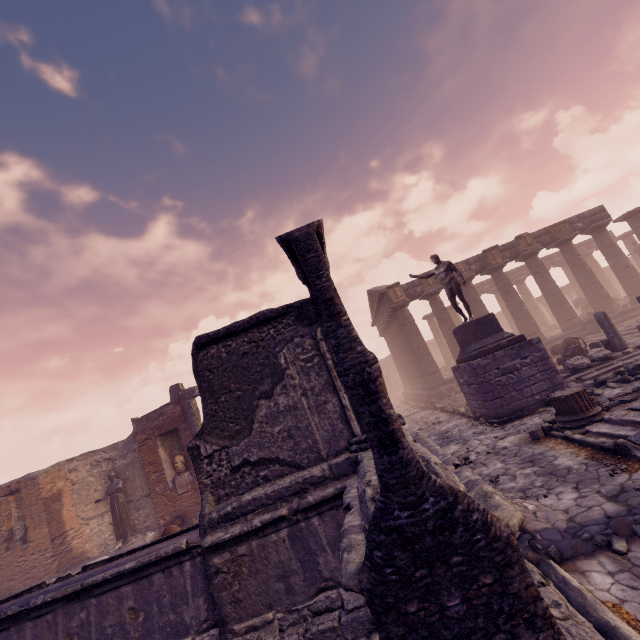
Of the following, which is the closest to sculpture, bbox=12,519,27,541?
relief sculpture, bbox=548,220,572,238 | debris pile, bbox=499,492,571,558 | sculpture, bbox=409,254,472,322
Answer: debris pile, bbox=499,492,571,558

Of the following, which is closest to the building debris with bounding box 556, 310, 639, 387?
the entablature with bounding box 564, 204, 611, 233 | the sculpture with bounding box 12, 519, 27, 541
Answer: the entablature with bounding box 564, 204, 611, 233

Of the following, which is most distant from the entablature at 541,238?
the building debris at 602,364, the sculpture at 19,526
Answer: the sculpture at 19,526

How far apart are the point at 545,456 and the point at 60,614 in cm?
809

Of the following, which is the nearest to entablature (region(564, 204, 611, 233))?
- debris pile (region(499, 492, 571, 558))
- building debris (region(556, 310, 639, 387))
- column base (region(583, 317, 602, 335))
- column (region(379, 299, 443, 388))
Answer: column (region(379, 299, 443, 388))

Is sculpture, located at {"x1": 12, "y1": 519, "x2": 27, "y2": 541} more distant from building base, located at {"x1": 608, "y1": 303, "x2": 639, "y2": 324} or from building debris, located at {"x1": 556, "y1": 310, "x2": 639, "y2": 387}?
building debris, located at {"x1": 556, "y1": 310, "x2": 639, "y2": 387}

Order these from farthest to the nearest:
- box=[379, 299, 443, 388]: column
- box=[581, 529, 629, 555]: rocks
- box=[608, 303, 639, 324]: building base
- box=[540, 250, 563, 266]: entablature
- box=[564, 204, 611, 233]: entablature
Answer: box=[540, 250, 563, 266]: entablature → box=[564, 204, 611, 233]: entablature → box=[379, 299, 443, 388]: column → box=[608, 303, 639, 324]: building base → box=[581, 529, 629, 555]: rocks

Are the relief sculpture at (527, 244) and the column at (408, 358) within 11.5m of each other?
yes
